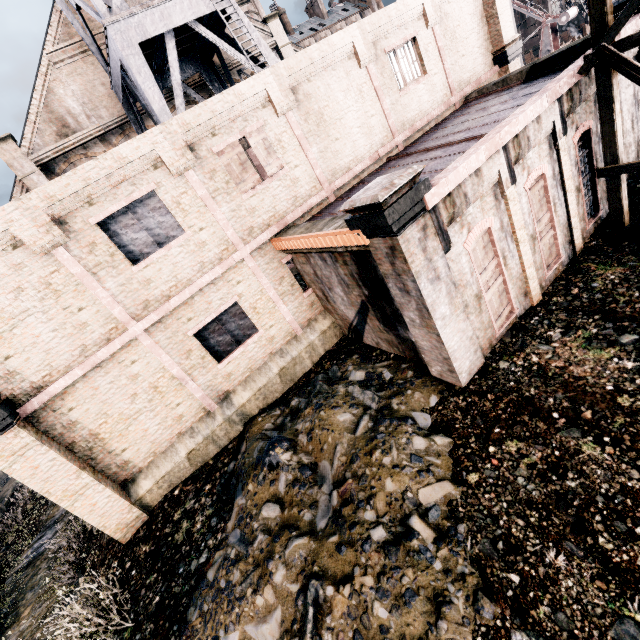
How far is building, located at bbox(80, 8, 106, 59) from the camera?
18.72m

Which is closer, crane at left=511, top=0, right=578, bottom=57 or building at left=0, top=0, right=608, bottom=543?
building at left=0, top=0, right=608, bottom=543

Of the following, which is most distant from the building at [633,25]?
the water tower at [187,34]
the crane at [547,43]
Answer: the crane at [547,43]

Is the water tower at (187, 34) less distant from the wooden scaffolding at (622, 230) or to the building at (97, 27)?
the building at (97, 27)

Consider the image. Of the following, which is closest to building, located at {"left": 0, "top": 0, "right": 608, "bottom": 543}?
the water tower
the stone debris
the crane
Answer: the stone debris

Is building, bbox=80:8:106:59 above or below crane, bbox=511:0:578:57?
above

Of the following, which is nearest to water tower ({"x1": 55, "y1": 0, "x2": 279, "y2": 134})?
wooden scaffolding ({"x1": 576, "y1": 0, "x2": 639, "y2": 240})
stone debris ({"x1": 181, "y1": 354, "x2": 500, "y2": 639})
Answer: wooden scaffolding ({"x1": 576, "y1": 0, "x2": 639, "y2": 240})

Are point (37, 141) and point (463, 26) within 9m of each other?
no
